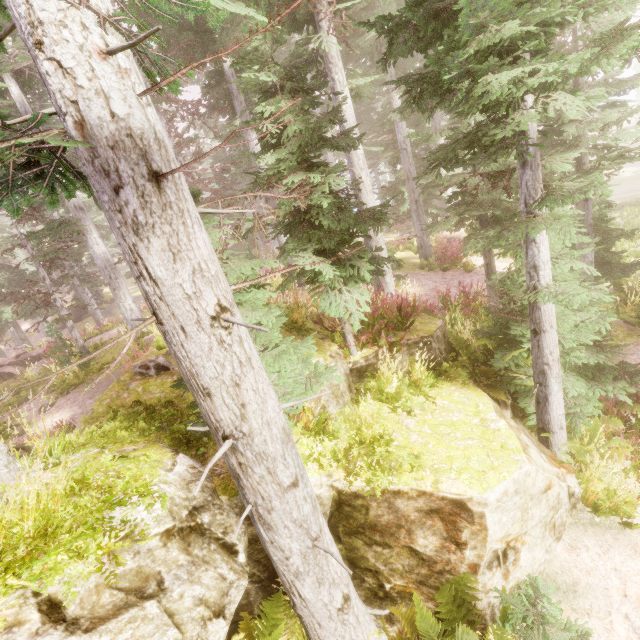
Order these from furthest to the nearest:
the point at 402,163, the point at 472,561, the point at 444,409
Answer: the point at 402,163
the point at 444,409
the point at 472,561

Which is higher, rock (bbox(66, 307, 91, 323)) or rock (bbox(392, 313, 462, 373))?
rock (bbox(66, 307, 91, 323))

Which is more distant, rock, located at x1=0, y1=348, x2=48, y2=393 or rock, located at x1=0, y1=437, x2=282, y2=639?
rock, located at x1=0, y1=348, x2=48, y2=393

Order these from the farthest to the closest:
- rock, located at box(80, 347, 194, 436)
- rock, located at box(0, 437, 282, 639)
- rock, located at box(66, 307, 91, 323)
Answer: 1. rock, located at box(66, 307, 91, 323)
2. rock, located at box(80, 347, 194, 436)
3. rock, located at box(0, 437, 282, 639)

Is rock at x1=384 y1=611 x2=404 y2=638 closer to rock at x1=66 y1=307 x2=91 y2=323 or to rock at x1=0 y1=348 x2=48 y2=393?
rock at x1=0 y1=348 x2=48 y2=393

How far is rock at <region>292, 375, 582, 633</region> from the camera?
4.48m

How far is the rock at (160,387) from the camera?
6.64m

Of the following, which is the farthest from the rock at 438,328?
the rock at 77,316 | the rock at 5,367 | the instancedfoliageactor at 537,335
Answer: the rock at 77,316
